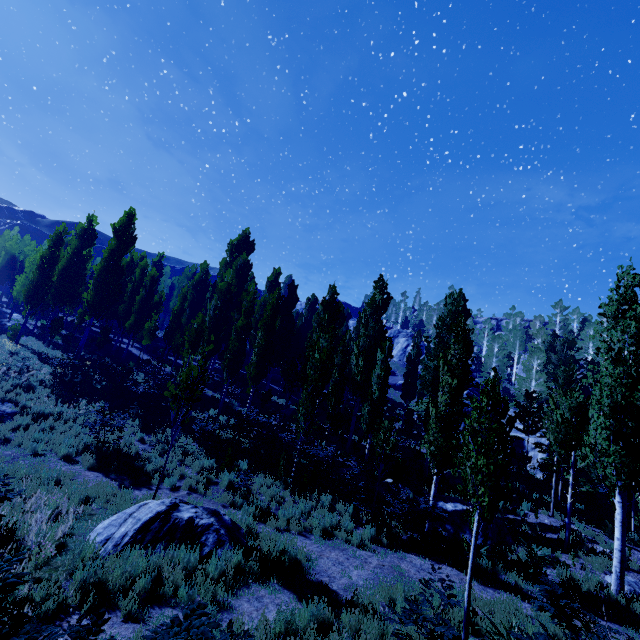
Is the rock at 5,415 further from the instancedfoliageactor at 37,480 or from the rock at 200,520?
the rock at 200,520

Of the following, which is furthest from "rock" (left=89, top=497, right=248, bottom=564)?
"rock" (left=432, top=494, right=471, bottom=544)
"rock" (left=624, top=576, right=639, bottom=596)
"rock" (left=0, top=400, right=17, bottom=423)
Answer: "rock" (left=624, top=576, right=639, bottom=596)

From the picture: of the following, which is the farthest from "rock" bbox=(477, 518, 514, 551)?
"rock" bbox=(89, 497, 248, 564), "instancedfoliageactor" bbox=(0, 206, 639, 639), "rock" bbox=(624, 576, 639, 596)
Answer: "rock" bbox=(89, 497, 248, 564)

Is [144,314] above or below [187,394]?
above

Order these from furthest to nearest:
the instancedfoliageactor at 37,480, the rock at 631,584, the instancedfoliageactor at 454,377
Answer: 1. the rock at 631,584
2. the instancedfoliageactor at 37,480
3. the instancedfoliageactor at 454,377

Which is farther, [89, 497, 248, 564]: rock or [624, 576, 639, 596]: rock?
[624, 576, 639, 596]: rock

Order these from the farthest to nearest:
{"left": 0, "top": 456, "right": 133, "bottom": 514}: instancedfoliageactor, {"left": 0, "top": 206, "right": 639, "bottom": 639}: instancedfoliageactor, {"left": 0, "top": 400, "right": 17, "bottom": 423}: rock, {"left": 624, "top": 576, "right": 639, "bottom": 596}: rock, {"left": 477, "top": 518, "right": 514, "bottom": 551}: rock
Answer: {"left": 0, "top": 400, "right": 17, "bottom": 423}: rock < {"left": 477, "top": 518, "right": 514, "bottom": 551}: rock < {"left": 624, "top": 576, "right": 639, "bottom": 596}: rock < {"left": 0, "top": 456, "right": 133, "bottom": 514}: instancedfoliageactor < {"left": 0, "top": 206, "right": 639, "bottom": 639}: instancedfoliageactor

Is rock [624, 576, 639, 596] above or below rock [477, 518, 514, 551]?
above
